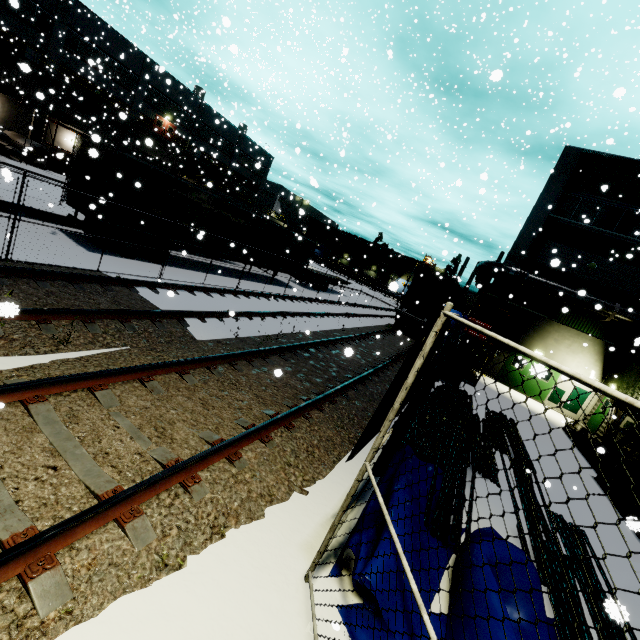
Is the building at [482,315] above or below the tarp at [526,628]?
above

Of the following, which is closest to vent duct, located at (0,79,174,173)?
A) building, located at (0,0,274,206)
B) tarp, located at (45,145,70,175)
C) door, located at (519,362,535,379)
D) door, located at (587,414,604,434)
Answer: building, located at (0,0,274,206)

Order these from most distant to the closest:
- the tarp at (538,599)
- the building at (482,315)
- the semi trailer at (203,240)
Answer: the building at (482,315)
the semi trailer at (203,240)
the tarp at (538,599)

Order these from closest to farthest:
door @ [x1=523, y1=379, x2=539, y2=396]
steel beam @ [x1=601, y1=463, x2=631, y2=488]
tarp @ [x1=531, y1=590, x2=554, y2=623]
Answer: tarp @ [x1=531, y1=590, x2=554, y2=623] → steel beam @ [x1=601, y1=463, x2=631, y2=488] → door @ [x1=523, y1=379, x2=539, y2=396]

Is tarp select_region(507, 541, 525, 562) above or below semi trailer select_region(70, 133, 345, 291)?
below

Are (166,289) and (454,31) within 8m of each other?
no

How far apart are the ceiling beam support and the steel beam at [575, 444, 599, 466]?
0.5m

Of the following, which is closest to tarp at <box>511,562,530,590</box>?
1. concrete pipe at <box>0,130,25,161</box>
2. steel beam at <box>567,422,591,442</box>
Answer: steel beam at <box>567,422,591,442</box>
